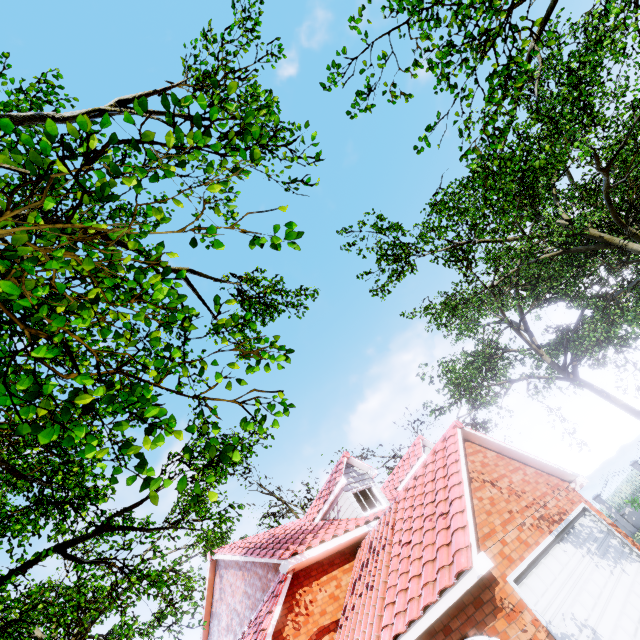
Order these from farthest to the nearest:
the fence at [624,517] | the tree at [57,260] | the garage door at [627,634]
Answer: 1. the fence at [624,517]
2. the garage door at [627,634]
3. the tree at [57,260]

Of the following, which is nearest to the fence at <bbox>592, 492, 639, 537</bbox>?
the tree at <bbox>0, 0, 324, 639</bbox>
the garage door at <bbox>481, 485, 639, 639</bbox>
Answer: the tree at <bbox>0, 0, 324, 639</bbox>

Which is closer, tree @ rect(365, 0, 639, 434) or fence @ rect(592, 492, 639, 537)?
tree @ rect(365, 0, 639, 434)

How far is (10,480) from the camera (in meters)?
7.59

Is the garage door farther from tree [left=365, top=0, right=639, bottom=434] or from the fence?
the fence

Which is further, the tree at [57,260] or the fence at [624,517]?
the fence at [624,517]

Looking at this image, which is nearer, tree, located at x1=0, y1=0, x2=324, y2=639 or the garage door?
tree, located at x1=0, y1=0, x2=324, y2=639
